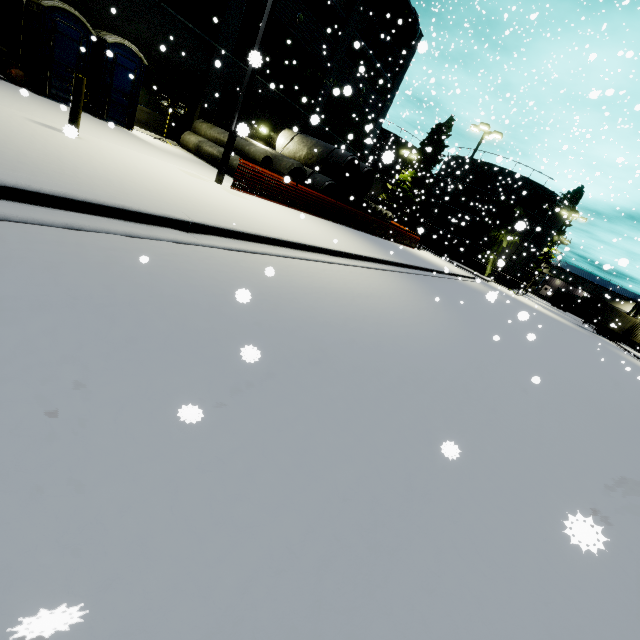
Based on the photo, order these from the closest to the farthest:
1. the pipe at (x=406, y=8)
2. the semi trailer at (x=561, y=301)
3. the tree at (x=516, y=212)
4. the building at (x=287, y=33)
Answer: the building at (x=287, y=33), the pipe at (x=406, y=8), the tree at (x=516, y=212), the semi trailer at (x=561, y=301)

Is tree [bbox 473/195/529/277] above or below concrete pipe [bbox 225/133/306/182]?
above

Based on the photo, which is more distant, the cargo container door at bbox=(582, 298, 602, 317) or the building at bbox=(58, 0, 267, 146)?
the cargo container door at bbox=(582, 298, 602, 317)

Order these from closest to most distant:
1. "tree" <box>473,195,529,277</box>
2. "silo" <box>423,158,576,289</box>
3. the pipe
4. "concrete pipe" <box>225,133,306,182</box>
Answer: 1. "concrete pipe" <box>225,133,306,182</box>
2. the pipe
3. "silo" <box>423,158,576,289</box>
4. "tree" <box>473,195,529,277</box>

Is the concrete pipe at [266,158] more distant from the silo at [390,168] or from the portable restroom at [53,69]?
the silo at [390,168]

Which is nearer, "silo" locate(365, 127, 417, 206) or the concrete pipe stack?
"silo" locate(365, 127, 417, 206)

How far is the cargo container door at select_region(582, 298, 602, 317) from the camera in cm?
3909

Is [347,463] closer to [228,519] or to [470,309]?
[228,519]
